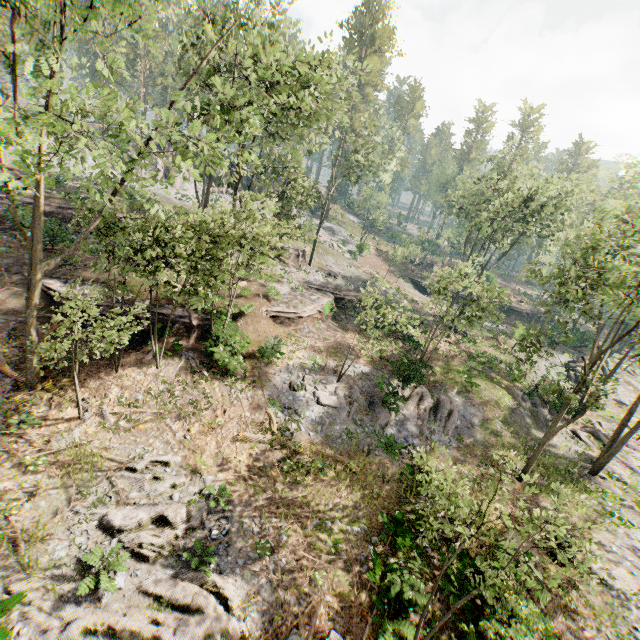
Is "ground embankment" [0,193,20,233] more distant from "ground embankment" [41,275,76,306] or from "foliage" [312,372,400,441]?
"ground embankment" [41,275,76,306]

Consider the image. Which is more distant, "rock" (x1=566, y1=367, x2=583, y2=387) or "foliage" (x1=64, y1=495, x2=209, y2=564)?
"rock" (x1=566, y1=367, x2=583, y2=387)

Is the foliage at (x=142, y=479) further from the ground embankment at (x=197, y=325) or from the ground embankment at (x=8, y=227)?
the ground embankment at (x=8, y=227)

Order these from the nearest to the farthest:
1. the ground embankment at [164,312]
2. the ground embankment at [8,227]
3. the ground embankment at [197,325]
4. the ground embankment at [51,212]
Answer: the ground embankment at [164,312] → the ground embankment at [197,325] → the ground embankment at [51,212] → the ground embankment at [8,227]

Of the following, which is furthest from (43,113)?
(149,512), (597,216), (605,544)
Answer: (605,544)

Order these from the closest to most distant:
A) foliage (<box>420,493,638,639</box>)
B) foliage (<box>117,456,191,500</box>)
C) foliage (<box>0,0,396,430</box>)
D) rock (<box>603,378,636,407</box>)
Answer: foliage (<box>420,493,638,639</box>), foliage (<box>0,0,396,430</box>), foliage (<box>117,456,191,500</box>), rock (<box>603,378,636,407</box>)

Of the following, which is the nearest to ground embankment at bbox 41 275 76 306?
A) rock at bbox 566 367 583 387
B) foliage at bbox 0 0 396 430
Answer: foliage at bbox 0 0 396 430

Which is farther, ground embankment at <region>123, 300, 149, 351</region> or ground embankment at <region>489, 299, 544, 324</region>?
ground embankment at <region>489, 299, 544, 324</region>
